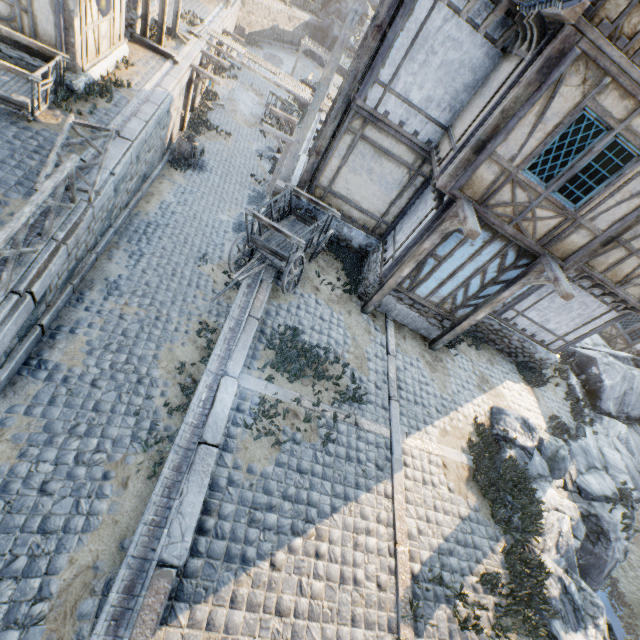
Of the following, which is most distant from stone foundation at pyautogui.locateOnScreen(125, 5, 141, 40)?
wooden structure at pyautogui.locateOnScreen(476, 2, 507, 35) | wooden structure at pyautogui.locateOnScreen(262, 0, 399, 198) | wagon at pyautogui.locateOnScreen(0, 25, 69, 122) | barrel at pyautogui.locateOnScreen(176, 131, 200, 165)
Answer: wooden structure at pyautogui.locateOnScreen(476, 2, 507, 35)

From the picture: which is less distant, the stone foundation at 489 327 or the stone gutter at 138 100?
the stone gutter at 138 100

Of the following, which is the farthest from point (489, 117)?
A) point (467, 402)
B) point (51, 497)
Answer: point (51, 497)

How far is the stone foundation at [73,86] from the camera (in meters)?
9.15

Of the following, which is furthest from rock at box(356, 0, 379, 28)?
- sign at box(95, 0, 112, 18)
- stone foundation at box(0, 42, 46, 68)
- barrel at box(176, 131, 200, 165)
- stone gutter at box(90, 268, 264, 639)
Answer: sign at box(95, 0, 112, 18)

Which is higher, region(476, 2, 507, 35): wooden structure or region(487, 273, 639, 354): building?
region(476, 2, 507, 35): wooden structure

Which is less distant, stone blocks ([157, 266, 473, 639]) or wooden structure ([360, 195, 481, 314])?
stone blocks ([157, 266, 473, 639])

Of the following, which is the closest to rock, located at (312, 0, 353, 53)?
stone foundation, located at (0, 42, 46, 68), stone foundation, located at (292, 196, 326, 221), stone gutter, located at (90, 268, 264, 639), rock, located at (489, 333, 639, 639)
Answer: rock, located at (489, 333, 639, 639)
